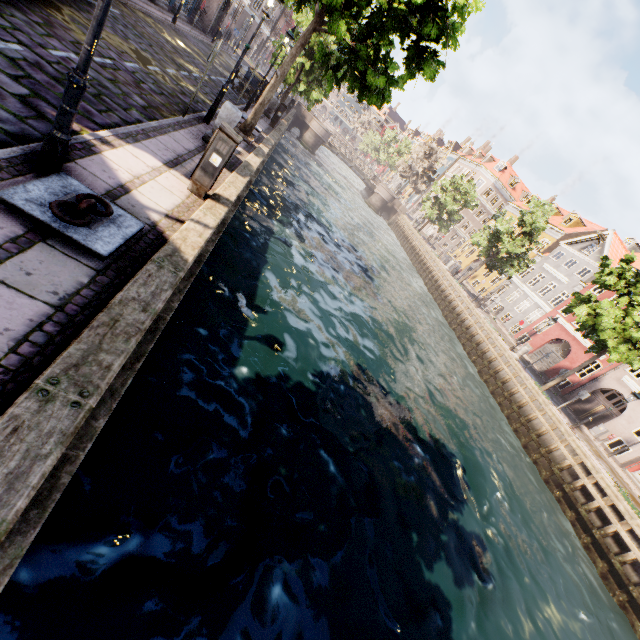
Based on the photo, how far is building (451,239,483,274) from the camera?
44.6m

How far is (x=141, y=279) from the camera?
3.4 meters

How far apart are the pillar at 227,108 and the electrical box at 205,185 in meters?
3.0

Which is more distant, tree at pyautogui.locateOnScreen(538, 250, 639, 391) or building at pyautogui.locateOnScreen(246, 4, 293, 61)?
building at pyautogui.locateOnScreen(246, 4, 293, 61)

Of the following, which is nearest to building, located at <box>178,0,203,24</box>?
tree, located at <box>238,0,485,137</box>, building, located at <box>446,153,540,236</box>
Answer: tree, located at <box>238,0,485,137</box>

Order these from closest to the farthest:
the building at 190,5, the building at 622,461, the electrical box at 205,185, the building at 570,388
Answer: the electrical box at 205,185 → the building at 622,461 → the building at 190,5 → the building at 570,388

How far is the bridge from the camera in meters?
40.7

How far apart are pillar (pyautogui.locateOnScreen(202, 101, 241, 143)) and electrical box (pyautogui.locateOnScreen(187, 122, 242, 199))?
3.0 meters
